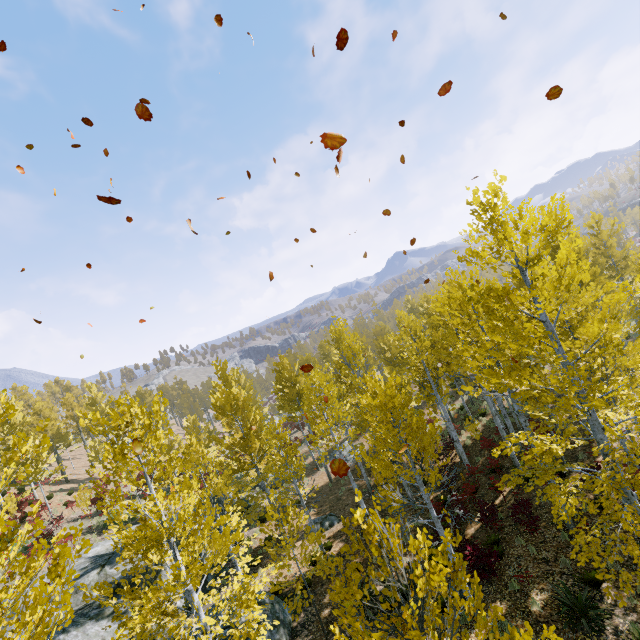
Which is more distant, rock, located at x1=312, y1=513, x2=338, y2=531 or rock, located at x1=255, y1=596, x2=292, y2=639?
rock, located at x1=312, y1=513, x2=338, y2=531

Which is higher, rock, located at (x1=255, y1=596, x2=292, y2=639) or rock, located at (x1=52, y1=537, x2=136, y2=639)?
rock, located at (x1=52, y1=537, x2=136, y2=639)

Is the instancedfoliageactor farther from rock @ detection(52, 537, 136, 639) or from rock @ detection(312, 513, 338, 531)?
rock @ detection(312, 513, 338, 531)

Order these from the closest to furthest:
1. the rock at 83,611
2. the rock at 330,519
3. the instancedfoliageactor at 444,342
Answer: the instancedfoliageactor at 444,342 → the rock at 83,611 → the rock at 330,519

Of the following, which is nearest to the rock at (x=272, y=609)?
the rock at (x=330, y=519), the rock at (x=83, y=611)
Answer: the rock at (x=83, y=611)

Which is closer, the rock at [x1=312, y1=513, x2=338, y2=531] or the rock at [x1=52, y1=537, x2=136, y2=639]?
the rock at [x1=52, y1=537, x2=136, y2=639]

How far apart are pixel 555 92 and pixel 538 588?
12.8m

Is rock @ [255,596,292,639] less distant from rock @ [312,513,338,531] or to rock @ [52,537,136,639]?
rock @ [52,537,136,639]
